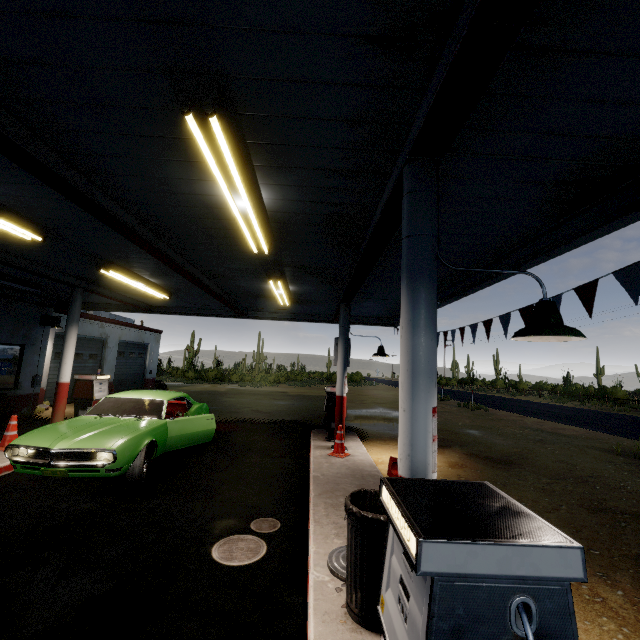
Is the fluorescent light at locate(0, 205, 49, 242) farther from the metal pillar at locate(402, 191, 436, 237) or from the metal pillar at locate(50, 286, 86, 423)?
the metal pillar at locate(402, 191, 436, 237)

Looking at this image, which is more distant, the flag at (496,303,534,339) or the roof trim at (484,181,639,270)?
the flag at (496,303,534,339)

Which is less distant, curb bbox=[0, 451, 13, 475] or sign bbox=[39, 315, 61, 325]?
curb bbox=[0, 451, 13, 475]

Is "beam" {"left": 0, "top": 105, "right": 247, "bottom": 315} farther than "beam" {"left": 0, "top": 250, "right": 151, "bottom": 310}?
No

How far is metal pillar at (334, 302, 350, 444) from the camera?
8.5m

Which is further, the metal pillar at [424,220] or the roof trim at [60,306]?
the roof trim at [60,306]

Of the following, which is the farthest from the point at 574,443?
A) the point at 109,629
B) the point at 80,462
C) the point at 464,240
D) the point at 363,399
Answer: the point at 363,399

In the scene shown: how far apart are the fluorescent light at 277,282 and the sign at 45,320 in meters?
8.8 m
